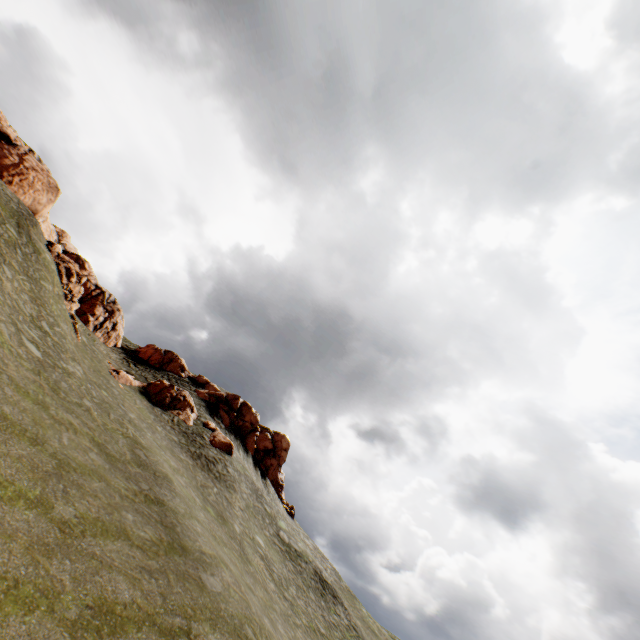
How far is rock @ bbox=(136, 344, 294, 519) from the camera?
43.8 meters

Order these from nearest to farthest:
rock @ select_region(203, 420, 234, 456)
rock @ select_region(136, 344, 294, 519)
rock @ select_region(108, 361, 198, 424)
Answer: rock @ select_region(108, 361, 198, 424)
rock @ select_region(203, 420, 234, 456)
rock @ select_region(136, 344, 294, 519)

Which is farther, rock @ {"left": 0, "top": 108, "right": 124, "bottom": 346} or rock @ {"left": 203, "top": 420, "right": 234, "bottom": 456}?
rock @ {"left": 203, "top": 420, "right": 234, "bottom": 456}

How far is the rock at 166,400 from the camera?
32.2 meters

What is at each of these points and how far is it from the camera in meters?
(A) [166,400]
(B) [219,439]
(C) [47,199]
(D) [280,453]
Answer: (A) rock, 34.1 m
(B) rock, 33.6 m
(C) rock, 37.7 m
(D) rock, 52.5 m
